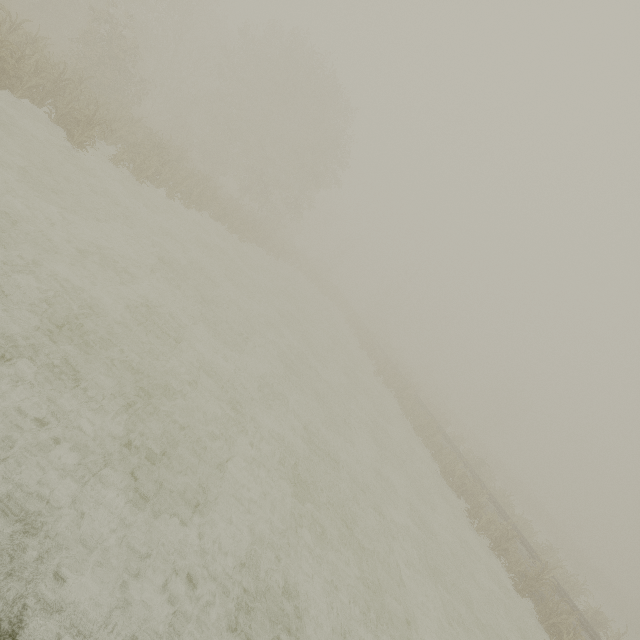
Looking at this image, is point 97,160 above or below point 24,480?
above
